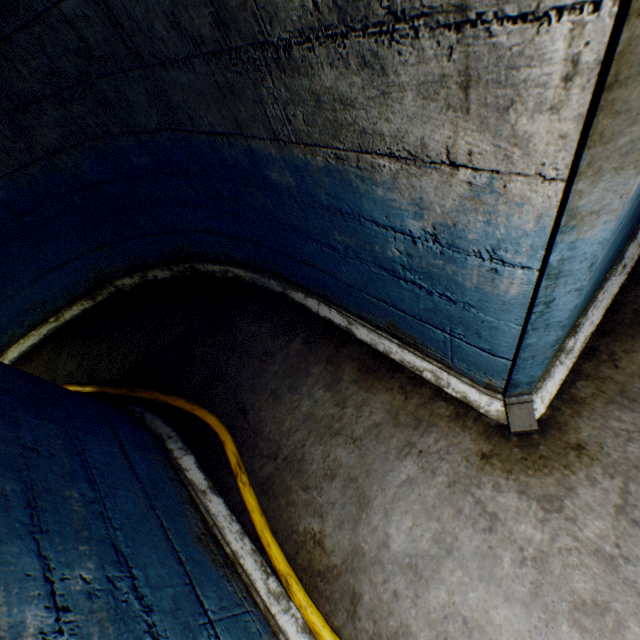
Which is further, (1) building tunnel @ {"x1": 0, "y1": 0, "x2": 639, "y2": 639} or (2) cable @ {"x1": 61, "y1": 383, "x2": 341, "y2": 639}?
(2) cable @ {"x1": 61, "y1": 383, "x2": 341, "y2": 639}

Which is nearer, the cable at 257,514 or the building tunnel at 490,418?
the building tunnel at 490,418

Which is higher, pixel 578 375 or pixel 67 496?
pixel 67 496
